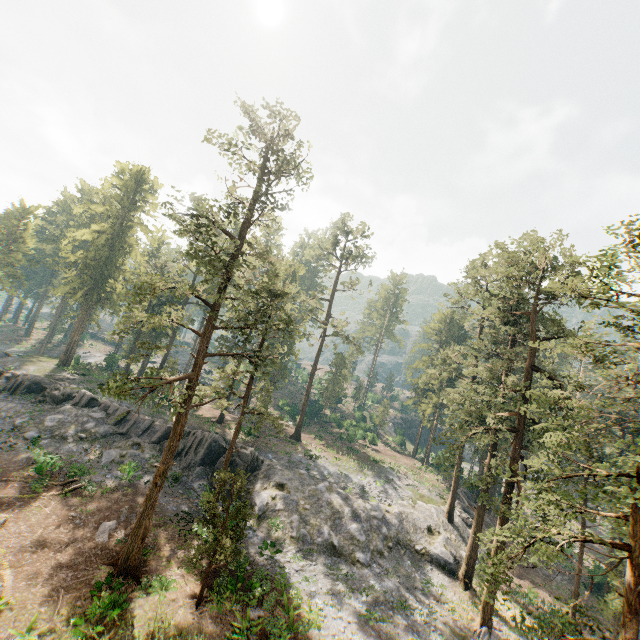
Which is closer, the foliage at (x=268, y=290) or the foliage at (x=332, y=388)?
the foliage at (x=268, y=290)

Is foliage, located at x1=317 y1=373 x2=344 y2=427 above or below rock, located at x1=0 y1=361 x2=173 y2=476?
above

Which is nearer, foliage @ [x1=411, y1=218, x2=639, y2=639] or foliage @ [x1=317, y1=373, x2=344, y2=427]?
foliage @ [x1=411, y1=218, x2=639, y2=639]

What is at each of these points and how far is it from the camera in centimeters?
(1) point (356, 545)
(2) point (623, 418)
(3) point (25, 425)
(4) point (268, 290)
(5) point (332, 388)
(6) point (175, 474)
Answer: (1) rock, 2755cm
(2) foliage, 1259cm
(3) rock, 3073cm
(4) foliage, 2442cm
(5) foliage, 5966cm
(6) rock, 3059cm

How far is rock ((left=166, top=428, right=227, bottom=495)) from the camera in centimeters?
2994cm

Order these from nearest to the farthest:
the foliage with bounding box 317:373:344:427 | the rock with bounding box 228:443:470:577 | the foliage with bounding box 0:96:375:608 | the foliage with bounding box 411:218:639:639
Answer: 1. the foliage with bounding box 411:218:639:639
2. the foliage with bounding box 0:96:375:608
3. the rock with bounding box 228:443:470:577
4. the foliage with bounding box 317:373:344:427

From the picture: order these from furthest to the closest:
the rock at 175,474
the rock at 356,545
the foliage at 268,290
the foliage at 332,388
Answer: the foliage at 332,388, the rock at 175,474, the rock at 356,545, the foliage at 268,290
